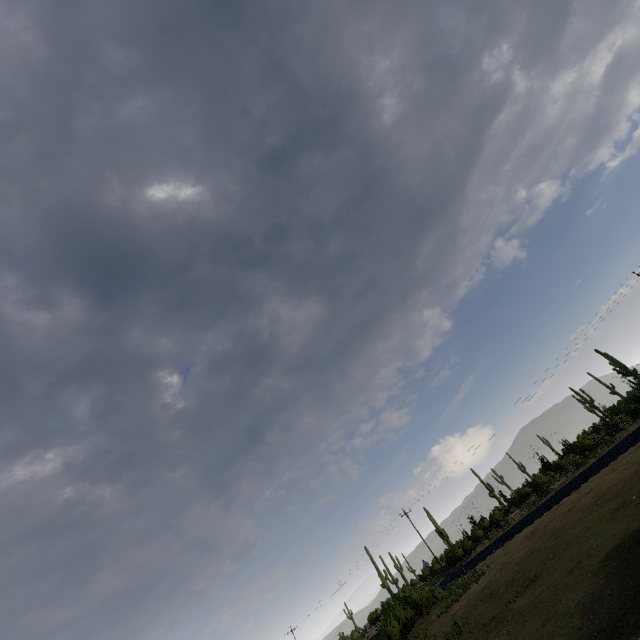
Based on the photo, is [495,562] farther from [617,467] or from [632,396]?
[632,396]
